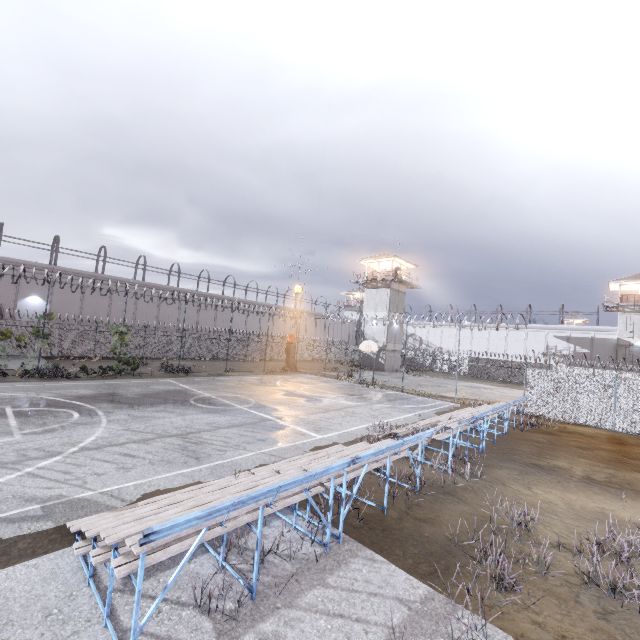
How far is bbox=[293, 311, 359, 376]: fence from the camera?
32.51m

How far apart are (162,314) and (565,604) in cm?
4118

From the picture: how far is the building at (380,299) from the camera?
41.12m

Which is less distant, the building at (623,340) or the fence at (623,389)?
the fence at (623,389)

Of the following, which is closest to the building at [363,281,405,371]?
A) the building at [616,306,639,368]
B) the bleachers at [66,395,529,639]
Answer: the building at [616,306,639,368]

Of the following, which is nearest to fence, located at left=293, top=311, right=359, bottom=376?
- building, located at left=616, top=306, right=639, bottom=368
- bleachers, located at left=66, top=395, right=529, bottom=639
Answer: bleachers, located at left=66, top=395, right=529, bottom=639

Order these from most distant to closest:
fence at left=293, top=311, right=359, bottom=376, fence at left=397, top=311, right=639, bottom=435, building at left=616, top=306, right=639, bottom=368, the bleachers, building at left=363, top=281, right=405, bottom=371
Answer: building at left=363, top=281, right=405, bottom=371 < building at left=616, top=306, right=639, bottom=368 < fence at left=293, top=311, right=359, bottom=376 < fence at left=397, top=311, right=639, bottom=435 < the bleachers
